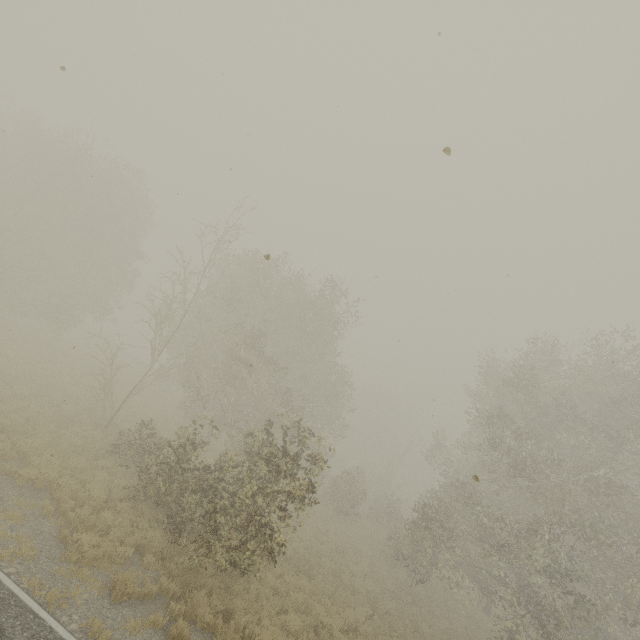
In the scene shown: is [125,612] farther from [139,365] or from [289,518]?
[139,365]

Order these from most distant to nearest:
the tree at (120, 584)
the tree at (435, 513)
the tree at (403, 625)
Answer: the tree at (403, 625), the tree at (435, 513), the tree at (120, 584)

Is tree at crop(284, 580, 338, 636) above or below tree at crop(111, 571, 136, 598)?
below

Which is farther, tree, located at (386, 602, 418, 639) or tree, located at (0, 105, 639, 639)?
tree, located at (386, 602, 418, 639)

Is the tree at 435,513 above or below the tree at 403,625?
above

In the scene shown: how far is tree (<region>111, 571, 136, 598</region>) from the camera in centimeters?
798cm

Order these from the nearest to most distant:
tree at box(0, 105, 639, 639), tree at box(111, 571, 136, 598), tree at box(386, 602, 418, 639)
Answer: tree at box(111, 571, 136, 598)
tree at box(0, 105, 639, 639)
tree at box(386, 602, 418, 639)
